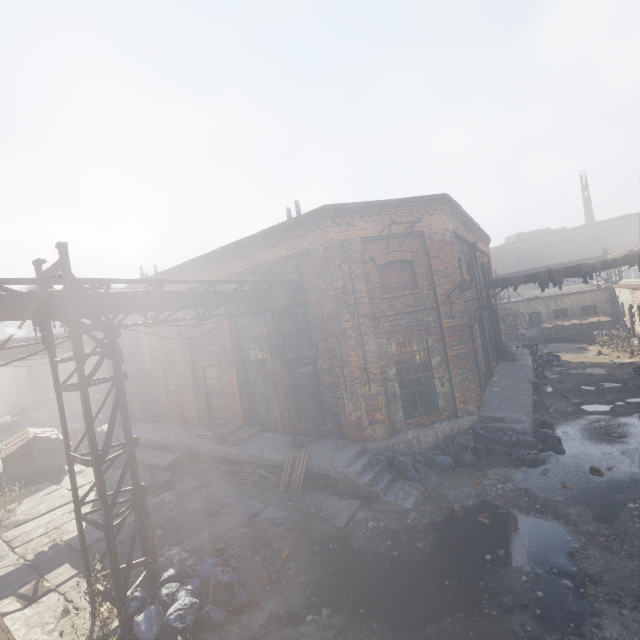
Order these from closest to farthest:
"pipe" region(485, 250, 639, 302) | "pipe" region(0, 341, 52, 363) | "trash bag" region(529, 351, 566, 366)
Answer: "pipe" region(0, 341, 52, 363)
"pipe" region(485, 250, 639, 302)
"trash bag" region(529, 351, 566, 366)

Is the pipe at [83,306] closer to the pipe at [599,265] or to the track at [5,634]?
the track at [5,634]

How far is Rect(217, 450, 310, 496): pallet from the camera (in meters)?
9.54

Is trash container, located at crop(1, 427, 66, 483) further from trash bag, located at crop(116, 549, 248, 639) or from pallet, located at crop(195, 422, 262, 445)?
trash bag, located at crop(116, 549, 248, 639)

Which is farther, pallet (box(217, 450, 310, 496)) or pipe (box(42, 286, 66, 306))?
pallet (box(217, 450, 310, 496))

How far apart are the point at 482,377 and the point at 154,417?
17.4 meters

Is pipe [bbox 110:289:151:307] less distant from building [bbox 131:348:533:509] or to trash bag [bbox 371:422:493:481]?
building [bbox 131:348:533:509]

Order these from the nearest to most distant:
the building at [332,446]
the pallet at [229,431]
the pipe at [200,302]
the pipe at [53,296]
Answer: the pipe at [53,296] → the pipe at [200,302] → the building at [332,446] → the pallet at [229,431]
